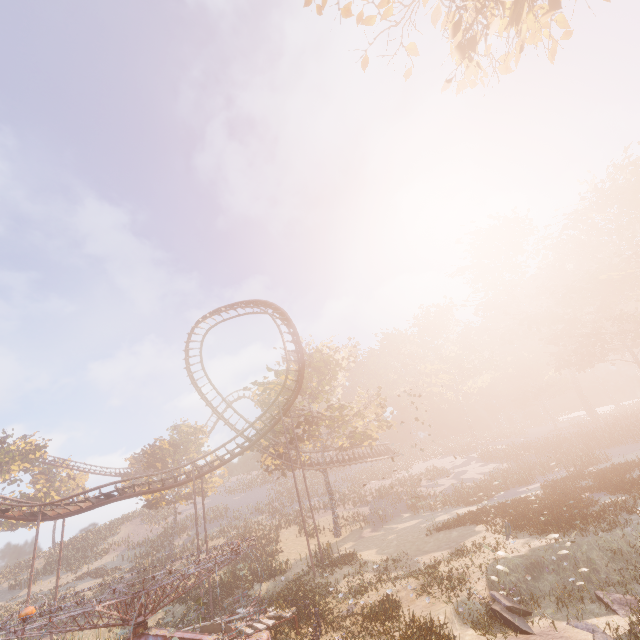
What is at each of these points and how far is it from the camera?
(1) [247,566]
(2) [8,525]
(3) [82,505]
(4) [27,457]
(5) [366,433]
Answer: (1) instancedfoliageactor, 22.67m
(2) instancedfoliageactor, 41.38m
(3) roller coaster, 22.73m
(4) instancedfoliageactor, 47.78m
(5) tree, 32.88m

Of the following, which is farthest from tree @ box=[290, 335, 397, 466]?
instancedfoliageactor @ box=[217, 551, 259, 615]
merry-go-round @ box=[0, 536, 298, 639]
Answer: merry-go-round @ box=[0, 536, 298, 639]

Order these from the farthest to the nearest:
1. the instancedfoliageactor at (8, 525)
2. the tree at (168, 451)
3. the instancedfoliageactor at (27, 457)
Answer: the instancedfoliageactor at (27, 457) < the tree at (168, 451) < the instancedfoliageactor at (8, 525)

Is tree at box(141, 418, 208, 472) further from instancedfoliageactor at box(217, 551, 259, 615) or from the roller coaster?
instancedfoliageactor at box(217, 551, 259, 615)

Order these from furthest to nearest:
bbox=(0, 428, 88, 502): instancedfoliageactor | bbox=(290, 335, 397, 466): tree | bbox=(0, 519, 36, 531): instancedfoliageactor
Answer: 1. bbox=(0, 428, 88, 502): instancedfoliageactor
2. bbox=(0, 519, 36, 531): instancedfoliageactor
3. bbox=(290, 335, 397, 466): tree

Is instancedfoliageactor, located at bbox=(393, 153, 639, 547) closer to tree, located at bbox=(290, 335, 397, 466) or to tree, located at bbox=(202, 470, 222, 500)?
tree, located at bbox=(290, 335, 397, 466)

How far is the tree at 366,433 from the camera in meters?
32.6 m

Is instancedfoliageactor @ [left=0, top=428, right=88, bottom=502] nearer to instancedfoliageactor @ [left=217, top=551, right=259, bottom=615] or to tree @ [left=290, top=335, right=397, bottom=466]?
instancedfoliageactor @ [left=217, top=551, right=259, bottom=615]
